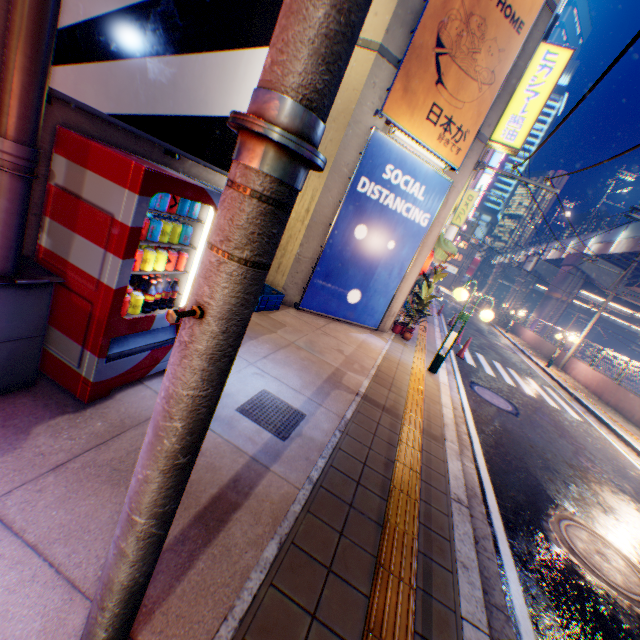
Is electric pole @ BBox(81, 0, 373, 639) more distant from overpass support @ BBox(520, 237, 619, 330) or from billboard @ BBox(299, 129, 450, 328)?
overpass support @ BBox(520, 237, 619, 330)

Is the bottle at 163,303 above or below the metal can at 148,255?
below

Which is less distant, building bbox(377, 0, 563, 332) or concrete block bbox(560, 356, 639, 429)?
building bbox(377, 0, 563, 332)

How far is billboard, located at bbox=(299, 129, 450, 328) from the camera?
7.3 meters

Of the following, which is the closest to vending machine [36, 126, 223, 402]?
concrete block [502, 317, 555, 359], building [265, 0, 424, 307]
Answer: building [265, 0, 424, 307]

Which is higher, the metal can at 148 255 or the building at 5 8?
the building at 5 8

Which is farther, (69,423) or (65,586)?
(69,423)

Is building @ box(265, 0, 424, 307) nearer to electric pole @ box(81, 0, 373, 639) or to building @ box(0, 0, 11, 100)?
building @ box(0, 0, 11, 100)
